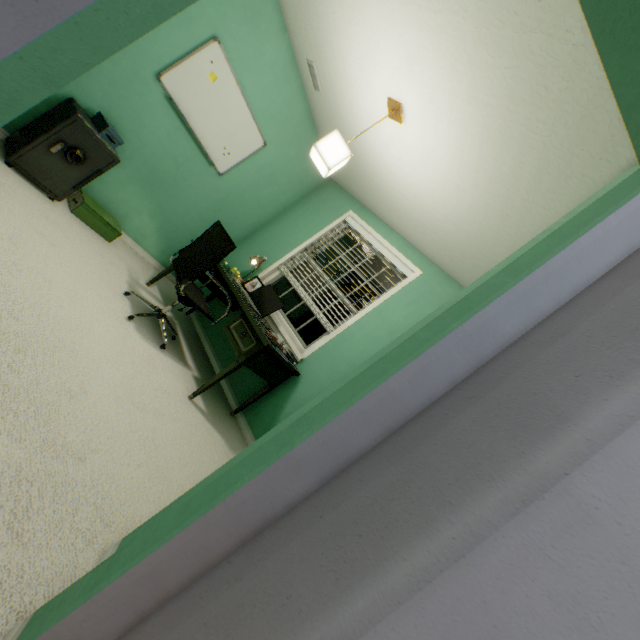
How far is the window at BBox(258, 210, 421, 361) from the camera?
3.24m

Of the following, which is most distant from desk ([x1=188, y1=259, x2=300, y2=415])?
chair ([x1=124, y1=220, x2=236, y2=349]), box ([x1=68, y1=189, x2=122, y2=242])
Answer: box ([x1=68, y1=189, x2=122, y2=242])

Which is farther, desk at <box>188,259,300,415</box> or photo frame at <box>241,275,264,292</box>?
photo frame at <box>241,275,264,292</box>

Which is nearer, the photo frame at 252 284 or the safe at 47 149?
the safe at 47 149

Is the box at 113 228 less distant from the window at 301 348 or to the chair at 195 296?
the chair at 195 296

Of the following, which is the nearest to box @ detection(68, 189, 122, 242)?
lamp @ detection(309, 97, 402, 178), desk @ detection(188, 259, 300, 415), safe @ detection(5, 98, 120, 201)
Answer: safe @ detection(5, 98, 120, 201)

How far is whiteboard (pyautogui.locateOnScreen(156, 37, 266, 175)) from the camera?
2.74m

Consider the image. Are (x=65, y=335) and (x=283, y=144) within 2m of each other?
no
